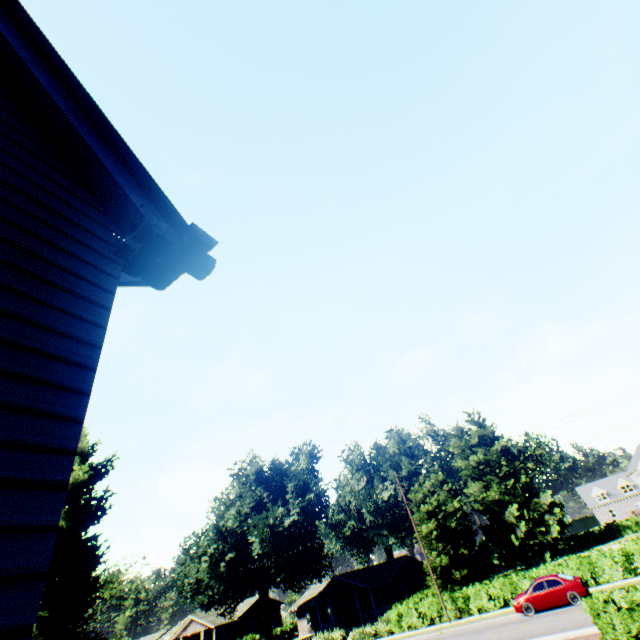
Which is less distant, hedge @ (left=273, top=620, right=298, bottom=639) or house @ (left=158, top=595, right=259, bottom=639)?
house @ (left=158, top=595, right=259, bottom=639)

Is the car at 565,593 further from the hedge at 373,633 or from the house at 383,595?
the house at 383,595

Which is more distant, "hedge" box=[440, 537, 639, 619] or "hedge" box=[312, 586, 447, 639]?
"hedge" box=[312, 586, 447, 639]

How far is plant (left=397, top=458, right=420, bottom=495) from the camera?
57.59m

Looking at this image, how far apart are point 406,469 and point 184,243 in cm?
6587

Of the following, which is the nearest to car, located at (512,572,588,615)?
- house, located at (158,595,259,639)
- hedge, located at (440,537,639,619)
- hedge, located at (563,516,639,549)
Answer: hedge, located at (440,537,639,619)

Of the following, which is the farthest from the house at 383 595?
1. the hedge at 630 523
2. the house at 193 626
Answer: the hedge at 630 523

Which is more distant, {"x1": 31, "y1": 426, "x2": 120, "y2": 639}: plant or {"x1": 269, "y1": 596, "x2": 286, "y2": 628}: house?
{"x1": 269, "y1": 596, "x2": 286, "y2": 628}: house
